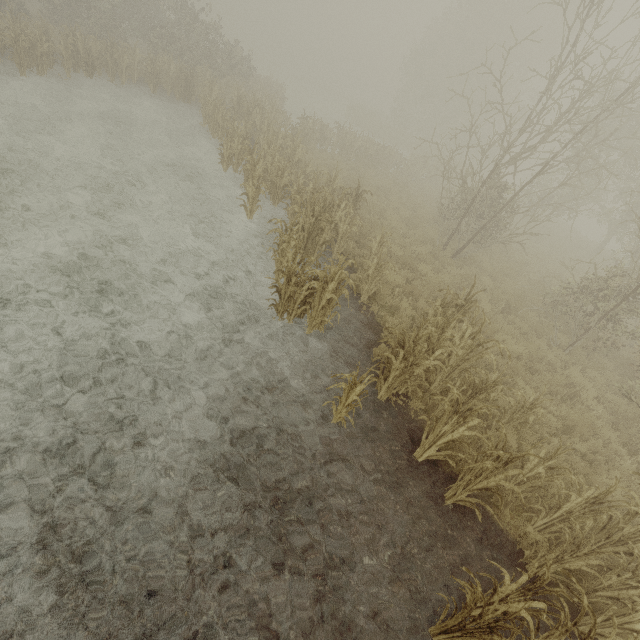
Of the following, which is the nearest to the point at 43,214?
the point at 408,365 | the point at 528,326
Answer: the point at 408,365
